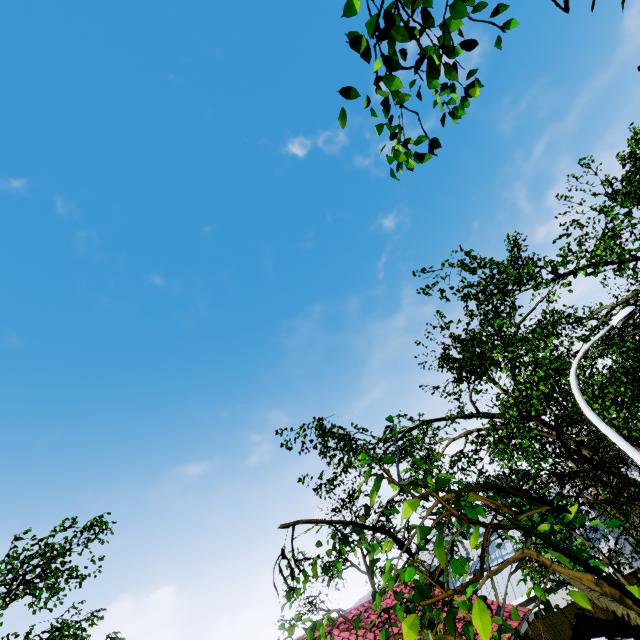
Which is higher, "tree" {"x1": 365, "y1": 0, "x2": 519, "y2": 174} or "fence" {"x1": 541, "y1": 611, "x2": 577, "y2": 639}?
"tree" {"x1": 365, "y1": 0, "x2": 519, "y2": 174}

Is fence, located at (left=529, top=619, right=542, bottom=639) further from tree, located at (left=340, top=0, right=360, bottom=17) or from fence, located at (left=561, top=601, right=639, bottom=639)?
tree, located at (left=340, top=0, right=360, bottom=17)

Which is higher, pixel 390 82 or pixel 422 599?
pixel 390 82

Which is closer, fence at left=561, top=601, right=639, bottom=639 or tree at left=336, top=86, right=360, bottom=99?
tree at left=336, top=86, right=360, bottom=99

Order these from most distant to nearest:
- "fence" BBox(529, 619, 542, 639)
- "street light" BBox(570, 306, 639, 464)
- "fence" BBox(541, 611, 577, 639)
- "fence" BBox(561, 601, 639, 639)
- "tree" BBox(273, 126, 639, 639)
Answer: "fence" BBox(529, 619, 542, 639) < "fence" BBox(541, 611, 577, 639) < "fence" BBox(561, 601, 639, 639) < "street light" BBox(570, 306, 639, 464) < "tree" BBox(273, 126, 639, 639)

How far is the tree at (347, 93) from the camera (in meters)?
2.16

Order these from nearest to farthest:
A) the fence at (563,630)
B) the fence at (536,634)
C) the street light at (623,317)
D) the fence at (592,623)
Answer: the street light at (623,317) < the fence at (592,623) < the fence at (563,630) < the fence at (536,634)
